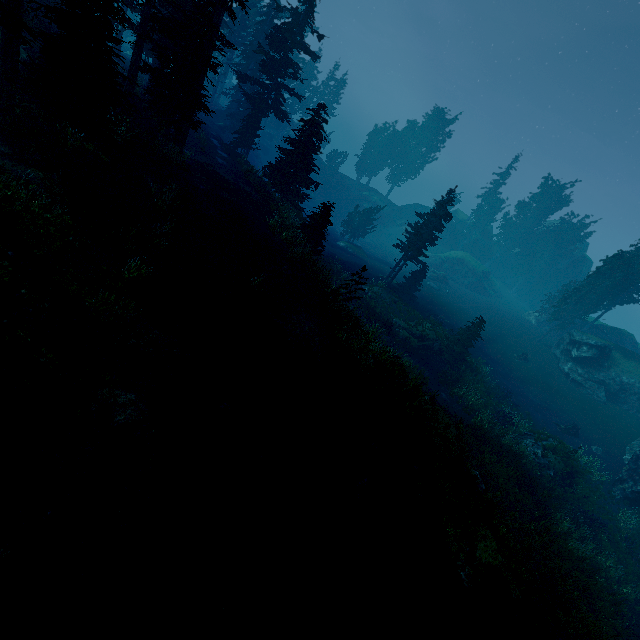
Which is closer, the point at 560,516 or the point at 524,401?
the point at 560,516

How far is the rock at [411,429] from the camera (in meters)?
12.12

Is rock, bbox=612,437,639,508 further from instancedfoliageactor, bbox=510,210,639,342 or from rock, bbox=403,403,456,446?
rock, bbox=403,403,456,446

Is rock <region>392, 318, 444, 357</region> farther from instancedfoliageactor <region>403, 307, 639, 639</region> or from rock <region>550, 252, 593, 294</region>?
rock <region>550, 252, 593, 294</region>

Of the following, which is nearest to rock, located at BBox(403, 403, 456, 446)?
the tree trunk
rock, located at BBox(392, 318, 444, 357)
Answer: rock, located at BBox(392, 318, 444, 357)

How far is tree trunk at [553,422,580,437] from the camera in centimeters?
2799cm

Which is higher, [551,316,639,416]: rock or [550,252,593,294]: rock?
[550,252,593,294]: rock
